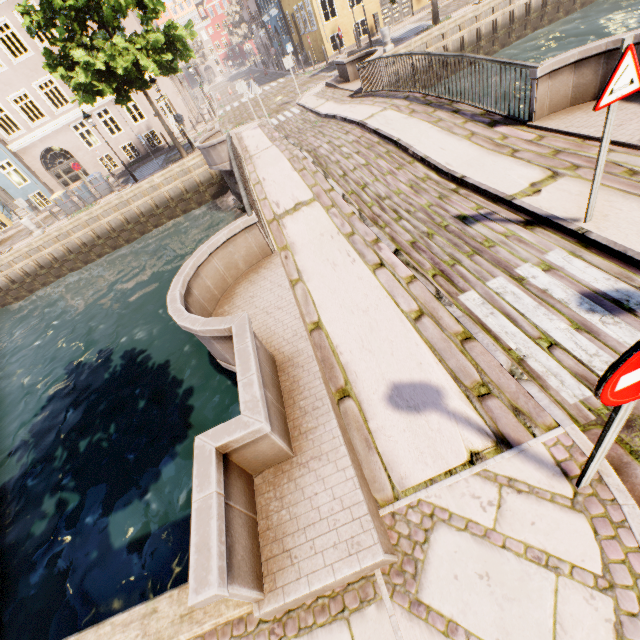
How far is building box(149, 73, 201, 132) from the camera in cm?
2461

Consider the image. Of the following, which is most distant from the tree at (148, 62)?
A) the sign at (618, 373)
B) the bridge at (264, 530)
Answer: the sign at (618, 373)

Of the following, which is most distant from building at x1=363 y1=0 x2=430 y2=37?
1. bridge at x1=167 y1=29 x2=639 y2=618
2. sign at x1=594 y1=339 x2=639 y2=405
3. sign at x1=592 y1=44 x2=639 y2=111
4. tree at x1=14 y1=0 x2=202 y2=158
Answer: sign at x1=594 y1=339 x2=639 y2=405

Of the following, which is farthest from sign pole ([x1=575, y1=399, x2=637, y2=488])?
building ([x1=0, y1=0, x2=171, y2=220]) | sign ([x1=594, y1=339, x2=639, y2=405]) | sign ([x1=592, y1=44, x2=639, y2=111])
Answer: building ([x1=0, y1=0, x2=171, y2=220])

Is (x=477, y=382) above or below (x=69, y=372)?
above

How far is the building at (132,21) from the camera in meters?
22.0 m

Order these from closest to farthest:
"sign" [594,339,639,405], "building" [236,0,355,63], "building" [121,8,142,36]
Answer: "sign" [594,339,639,405] → "building" [121,8,142,36] → "building" [236,0,355,63]

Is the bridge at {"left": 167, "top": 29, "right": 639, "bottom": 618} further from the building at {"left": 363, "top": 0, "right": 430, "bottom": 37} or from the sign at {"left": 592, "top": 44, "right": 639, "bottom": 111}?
the building at {"left": 363, "top": 0, "right": 430, "bottom": 37}
